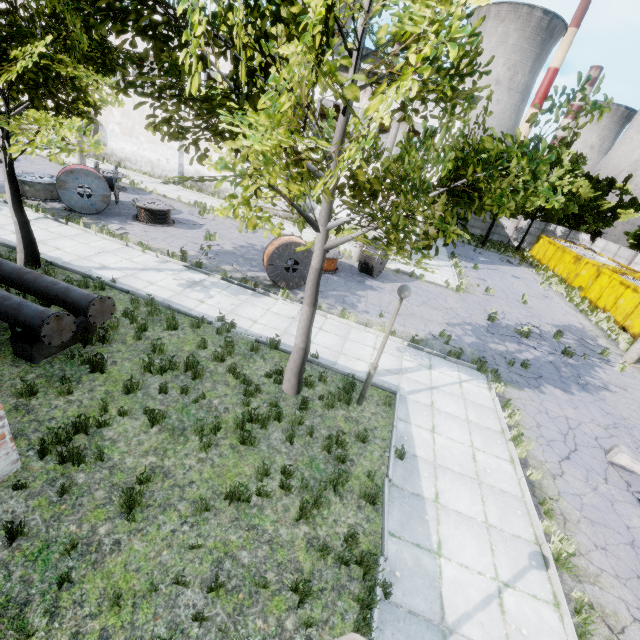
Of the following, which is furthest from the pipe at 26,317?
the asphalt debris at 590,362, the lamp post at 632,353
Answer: the lamp post at 632,353

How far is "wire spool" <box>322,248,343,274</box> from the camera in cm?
1608

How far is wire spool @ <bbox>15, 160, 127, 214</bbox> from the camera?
14.5 meters

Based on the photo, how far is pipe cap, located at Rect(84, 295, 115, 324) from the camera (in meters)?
7.31

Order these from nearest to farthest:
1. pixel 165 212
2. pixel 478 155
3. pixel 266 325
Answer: pixel 478 155 → pixel 266 325 → pixel 165 212

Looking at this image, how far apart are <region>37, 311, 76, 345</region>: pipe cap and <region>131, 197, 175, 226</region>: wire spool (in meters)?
10.72

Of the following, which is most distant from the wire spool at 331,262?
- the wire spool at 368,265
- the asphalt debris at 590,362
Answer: the asphalt debris at 590,362

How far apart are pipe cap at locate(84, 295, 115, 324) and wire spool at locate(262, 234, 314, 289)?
5.8m
